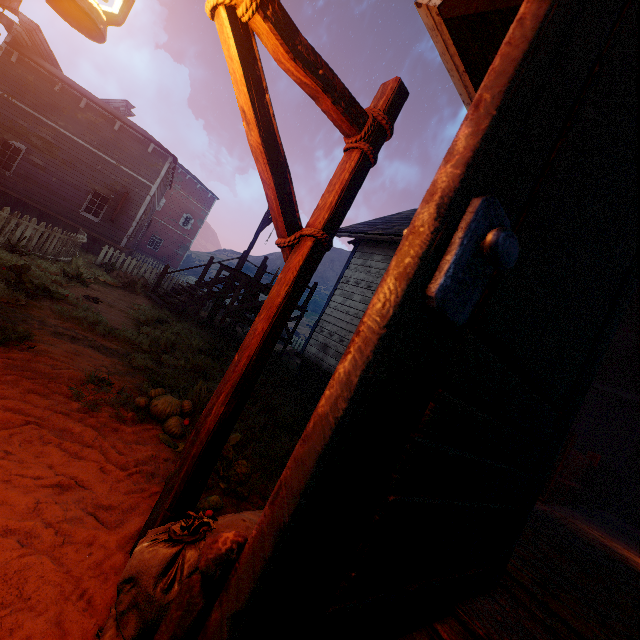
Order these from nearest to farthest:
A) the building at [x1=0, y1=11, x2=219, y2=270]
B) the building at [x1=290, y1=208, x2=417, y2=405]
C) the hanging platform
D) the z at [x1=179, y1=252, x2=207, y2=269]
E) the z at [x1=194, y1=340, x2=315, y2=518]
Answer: the z at [x1=194, y1=340, x2=315, y2=518] < the building at [x1=290, y1=208, x2=417, y2=405] < the hanging platform < the building at [x1=0, y1=11, x2=219, y2=270] < the z at [x1=179, y1=252, x2=207, y2=269]

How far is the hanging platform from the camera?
10.67m

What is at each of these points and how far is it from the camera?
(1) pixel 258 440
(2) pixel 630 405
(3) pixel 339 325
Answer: (1) z, 4.53m
(2) building, 11.57m
(3) building, 9.12m

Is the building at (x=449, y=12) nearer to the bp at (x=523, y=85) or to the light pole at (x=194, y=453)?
the bp at (x=523, y=85)

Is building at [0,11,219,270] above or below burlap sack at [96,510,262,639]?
above

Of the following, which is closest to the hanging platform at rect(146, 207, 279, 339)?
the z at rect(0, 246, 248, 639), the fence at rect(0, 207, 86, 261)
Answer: the z at rect(0, 246, 248, 639)

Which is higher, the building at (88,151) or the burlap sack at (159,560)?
the building at (88,151)

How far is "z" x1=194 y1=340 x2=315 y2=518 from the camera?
2.59m
